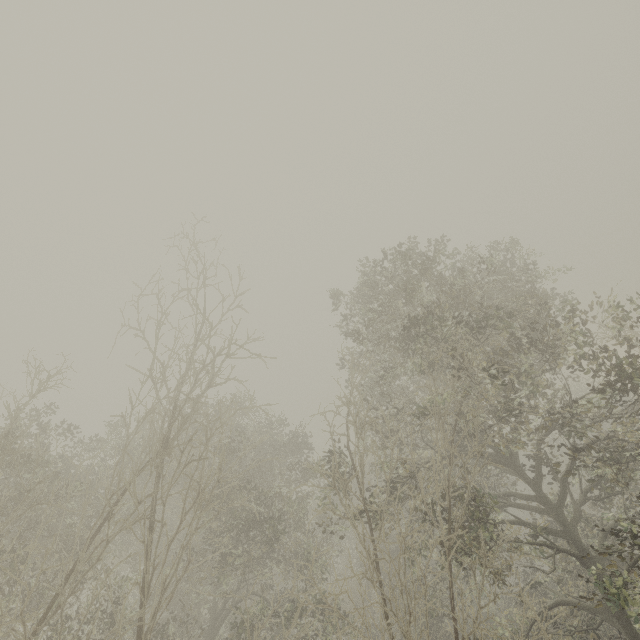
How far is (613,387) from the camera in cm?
775
